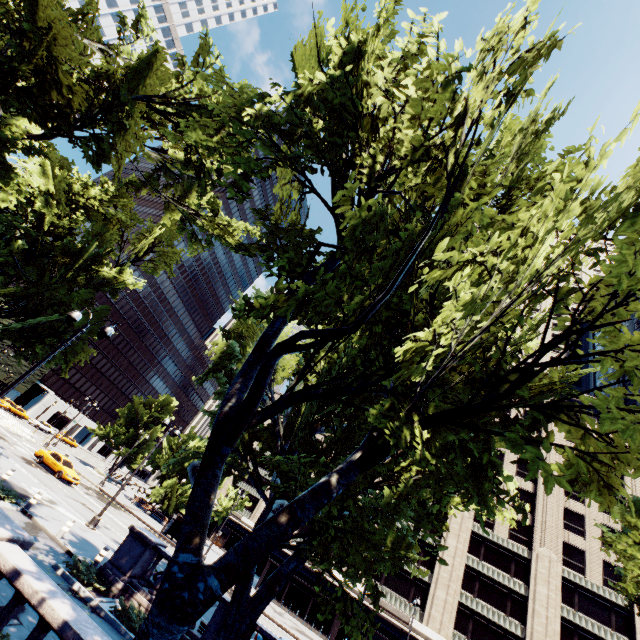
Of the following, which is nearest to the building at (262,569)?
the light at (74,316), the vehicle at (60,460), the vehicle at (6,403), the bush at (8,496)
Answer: the vehicle at (60,460)

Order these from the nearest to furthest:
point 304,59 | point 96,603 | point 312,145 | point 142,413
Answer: point 96,603 < point 312,145 < point 304,59 < point 142,413

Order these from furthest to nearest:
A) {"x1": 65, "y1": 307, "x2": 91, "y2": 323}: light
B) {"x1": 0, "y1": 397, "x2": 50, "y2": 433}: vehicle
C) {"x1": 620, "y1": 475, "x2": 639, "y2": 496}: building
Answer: {"x1": 0, "y1": 397, "x2": 50, "y2": 433}: vehicle < {"x1": 620, "y1": 475, "x2": 639, "y2": 496}: building < {"x1": 65, "y1": 307, "x2": 91, "y2": 323}: light

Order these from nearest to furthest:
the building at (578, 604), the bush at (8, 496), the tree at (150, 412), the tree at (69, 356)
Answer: the bush at (8, 496) → the tree at (69, 356) → the building at (578, 604) → the tree at (150, 412)

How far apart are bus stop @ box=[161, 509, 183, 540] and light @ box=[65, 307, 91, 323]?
30.6 meters

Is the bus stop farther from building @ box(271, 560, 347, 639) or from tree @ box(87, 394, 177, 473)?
building @ box(271, 560, 347, 639)

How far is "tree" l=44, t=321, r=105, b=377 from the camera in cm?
2142

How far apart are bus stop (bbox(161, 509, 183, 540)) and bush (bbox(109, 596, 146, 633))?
24.3m
